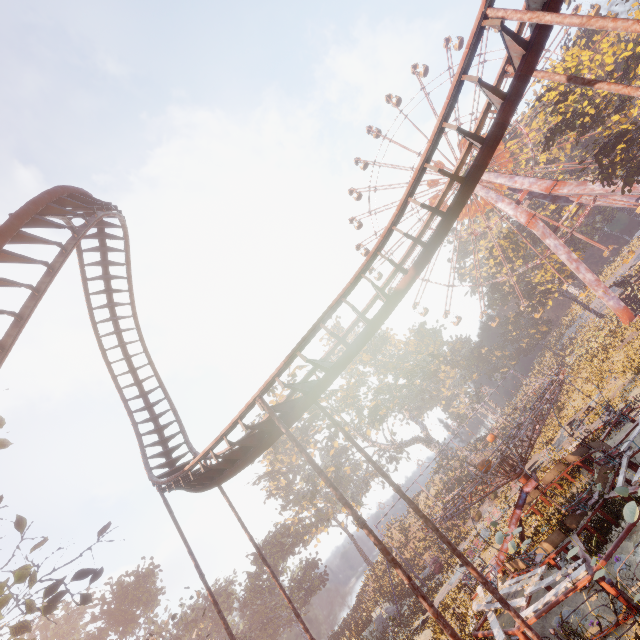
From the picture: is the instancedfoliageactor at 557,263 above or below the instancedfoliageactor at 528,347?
above

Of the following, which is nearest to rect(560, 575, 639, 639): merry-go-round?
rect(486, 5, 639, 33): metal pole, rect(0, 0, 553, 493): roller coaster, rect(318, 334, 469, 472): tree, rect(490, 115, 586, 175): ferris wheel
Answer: rect(0, 0, 553, 493): roller coaster

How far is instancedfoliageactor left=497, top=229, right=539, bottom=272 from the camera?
53.31m

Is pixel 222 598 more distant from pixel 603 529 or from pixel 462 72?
pixel 462 72

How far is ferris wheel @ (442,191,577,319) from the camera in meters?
44.2

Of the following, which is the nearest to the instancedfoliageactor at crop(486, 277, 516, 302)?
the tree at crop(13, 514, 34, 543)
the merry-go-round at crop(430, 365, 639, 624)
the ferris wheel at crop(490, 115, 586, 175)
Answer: the ferris wheel at crop(490, 115, 586, 175)

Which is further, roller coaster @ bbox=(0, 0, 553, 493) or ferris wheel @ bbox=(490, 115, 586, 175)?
ferris wheel @ bbox=(490, 115, 586, 175)

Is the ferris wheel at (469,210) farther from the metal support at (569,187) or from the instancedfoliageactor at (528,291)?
the instancedfoliageactor at (528,291)
